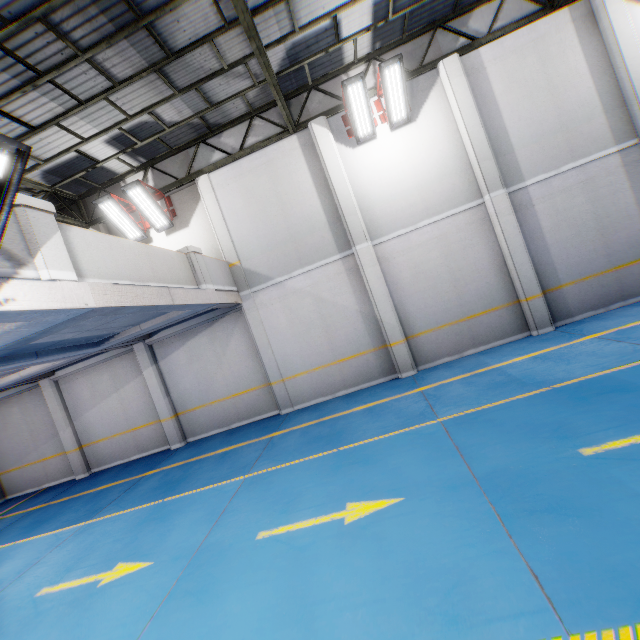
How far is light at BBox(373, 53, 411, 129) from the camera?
8.1 meters

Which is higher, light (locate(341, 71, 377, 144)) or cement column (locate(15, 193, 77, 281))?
light (locate(341, 71, 377, 144))

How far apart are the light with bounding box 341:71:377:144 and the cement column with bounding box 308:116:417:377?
0.51m

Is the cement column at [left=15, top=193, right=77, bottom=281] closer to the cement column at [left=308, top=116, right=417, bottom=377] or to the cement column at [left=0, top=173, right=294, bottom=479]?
the cement column at [left=0, top=173, right=294, bottom=479]

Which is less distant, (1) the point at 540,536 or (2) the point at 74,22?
(1) the point at 540,536

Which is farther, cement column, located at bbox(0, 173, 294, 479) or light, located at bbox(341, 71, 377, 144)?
cement column, located at bbox(0, 173, 294, 479)

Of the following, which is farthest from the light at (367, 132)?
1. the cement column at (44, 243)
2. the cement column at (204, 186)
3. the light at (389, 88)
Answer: the cement column at (44, 243)

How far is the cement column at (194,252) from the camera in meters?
8.1
